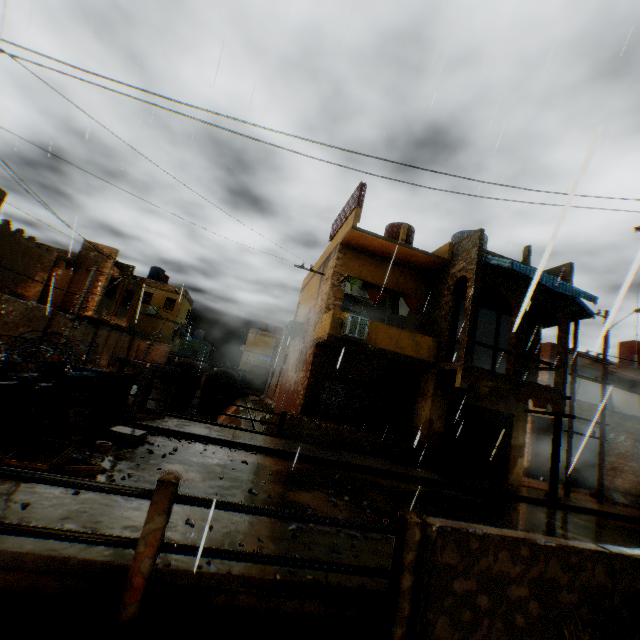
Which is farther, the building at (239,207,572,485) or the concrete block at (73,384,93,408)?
the building at (239,207,572,485)

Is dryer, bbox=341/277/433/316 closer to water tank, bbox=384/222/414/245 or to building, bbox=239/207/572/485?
building, bbox=239/207/572/485

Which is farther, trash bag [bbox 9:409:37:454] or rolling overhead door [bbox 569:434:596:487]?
rolling overhead door [bbox 569:434:596:487]

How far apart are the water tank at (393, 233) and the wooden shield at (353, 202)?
2.5 meters

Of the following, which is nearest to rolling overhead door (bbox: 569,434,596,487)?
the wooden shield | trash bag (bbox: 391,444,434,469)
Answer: trash bag (bbox: 391,444,434,469)

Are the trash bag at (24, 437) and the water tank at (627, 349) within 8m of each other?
no

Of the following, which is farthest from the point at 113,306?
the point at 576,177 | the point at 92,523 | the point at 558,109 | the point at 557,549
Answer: the point at 576,177

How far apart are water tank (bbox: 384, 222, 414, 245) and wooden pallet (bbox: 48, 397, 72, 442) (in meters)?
14.49
